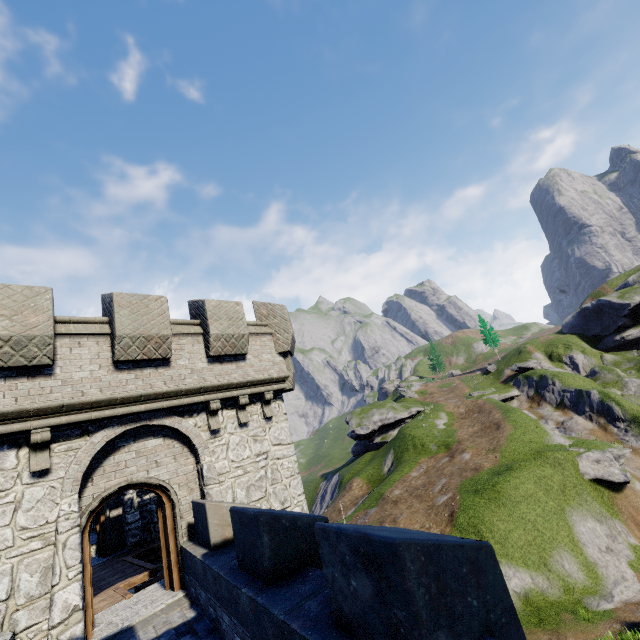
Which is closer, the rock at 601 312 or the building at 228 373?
the building at 228 373

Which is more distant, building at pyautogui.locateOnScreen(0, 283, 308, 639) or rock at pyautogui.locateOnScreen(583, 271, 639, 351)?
rock at pyautogui.locateOnScreen(583, 271, 639, 351)

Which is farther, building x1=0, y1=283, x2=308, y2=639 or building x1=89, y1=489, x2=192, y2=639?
building x1=89, y1=489, x2=192, y2=639

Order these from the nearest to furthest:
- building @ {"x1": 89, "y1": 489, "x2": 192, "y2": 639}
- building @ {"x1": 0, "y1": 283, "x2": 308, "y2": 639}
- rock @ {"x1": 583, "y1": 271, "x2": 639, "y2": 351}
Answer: building @ {"x1": 0, "y1": 283, "x2": 308, "y2": 639}
building @ {"x1": 89, "y1": 489, "x2": 192, "y2": 639}
rock @ {"x1": 583, "y1": 271, "x2": 639, "y2": 351}

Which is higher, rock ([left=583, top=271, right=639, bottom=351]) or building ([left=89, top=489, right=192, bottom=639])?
rock ([left=583, top=271, right=639, bottom=351])

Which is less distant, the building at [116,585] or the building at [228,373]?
the building at [228,373]

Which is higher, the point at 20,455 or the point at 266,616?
the point at 20,455
